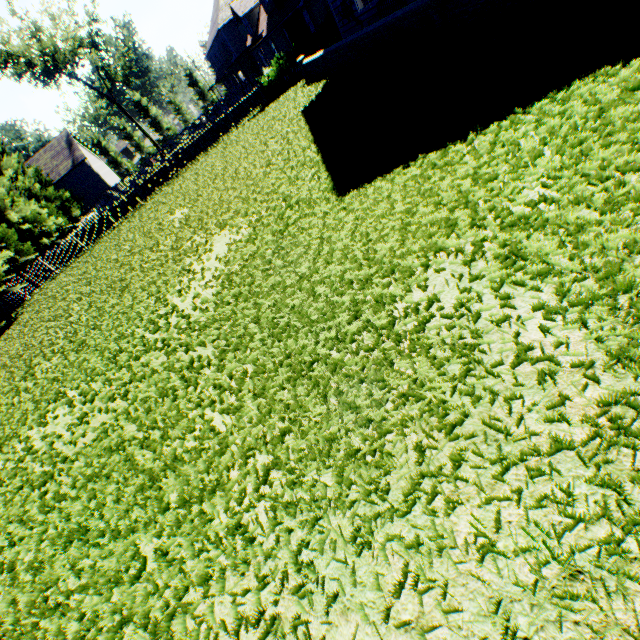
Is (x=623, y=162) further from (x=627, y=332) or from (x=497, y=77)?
(x=497, y=77)

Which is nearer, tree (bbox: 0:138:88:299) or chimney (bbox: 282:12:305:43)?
tree (bbox: 0:138:88:299)

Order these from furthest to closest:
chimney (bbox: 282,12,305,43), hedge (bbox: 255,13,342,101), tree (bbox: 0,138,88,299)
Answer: chimney (bbox: 282,12,305,43) → tree (bbox: 0,138,88,299) → hedge (bbox: 255,13,342,101)

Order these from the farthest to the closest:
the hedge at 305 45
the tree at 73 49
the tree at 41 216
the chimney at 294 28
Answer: the tree at 73 49
the chimney at 294 28
the tree at 41 216
the hedge at 305 45

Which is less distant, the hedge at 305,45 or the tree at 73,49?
the hedge at 305,45

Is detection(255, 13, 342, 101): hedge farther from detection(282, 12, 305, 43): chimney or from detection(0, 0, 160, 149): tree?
detection(0, 0, 160, 149): tree

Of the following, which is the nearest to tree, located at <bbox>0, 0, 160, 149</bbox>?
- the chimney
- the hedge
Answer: the hedge

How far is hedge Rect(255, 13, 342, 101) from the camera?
18.7 meters
